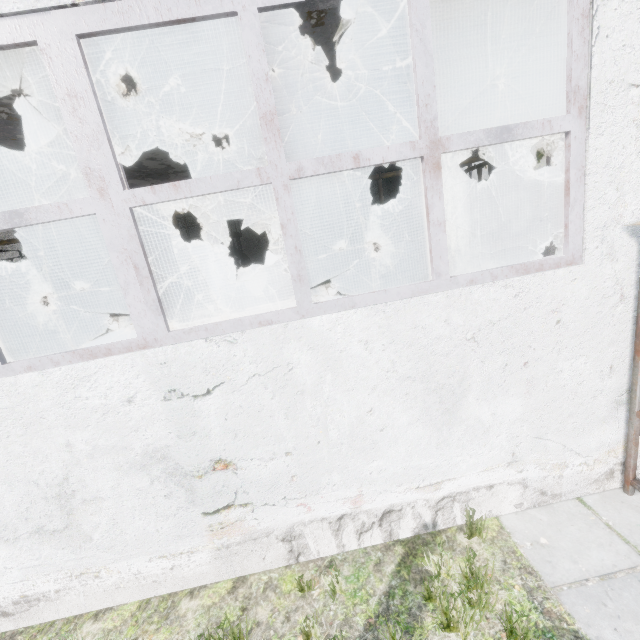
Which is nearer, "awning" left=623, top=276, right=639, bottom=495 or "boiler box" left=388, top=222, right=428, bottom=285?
"awning" left=623, top=276, right=639, bottom=495

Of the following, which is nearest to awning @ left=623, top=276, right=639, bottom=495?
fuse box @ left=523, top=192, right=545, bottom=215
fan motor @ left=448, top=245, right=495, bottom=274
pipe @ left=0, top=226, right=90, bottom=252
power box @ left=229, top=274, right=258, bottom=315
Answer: pipe @ left=0, top=226, right=90, bottom=252

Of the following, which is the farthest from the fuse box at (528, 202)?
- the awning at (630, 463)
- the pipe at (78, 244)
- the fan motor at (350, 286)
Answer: the awning at (630, 463)

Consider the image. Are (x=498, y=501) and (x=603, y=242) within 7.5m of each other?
yes

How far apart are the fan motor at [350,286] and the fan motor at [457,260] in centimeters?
243cm

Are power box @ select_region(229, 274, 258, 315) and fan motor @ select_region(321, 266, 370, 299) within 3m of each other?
yes

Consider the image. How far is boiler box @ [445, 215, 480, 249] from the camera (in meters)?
10.92

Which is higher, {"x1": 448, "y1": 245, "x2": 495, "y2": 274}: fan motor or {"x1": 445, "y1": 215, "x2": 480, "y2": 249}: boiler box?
{"x1": 445, "y1": 215, "x2": 480, "y2": 249}: boiler box
